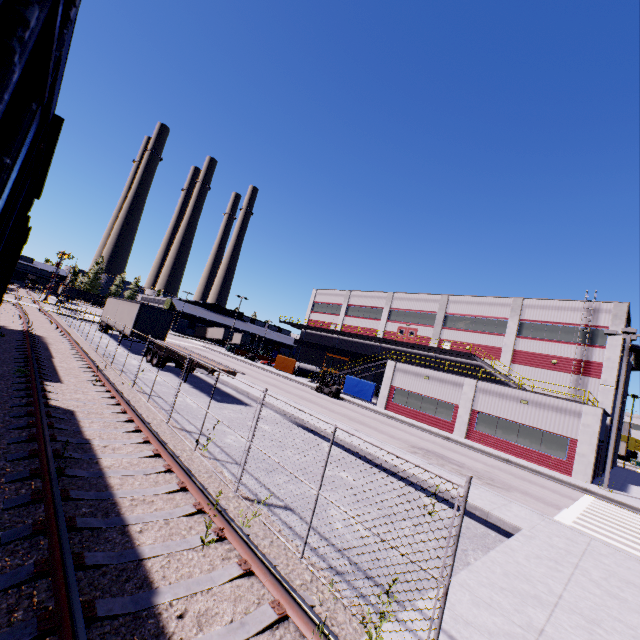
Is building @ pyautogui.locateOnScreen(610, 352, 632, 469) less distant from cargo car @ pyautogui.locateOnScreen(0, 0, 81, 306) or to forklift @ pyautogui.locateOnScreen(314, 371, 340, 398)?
cargo car @ pyautogui.locateOnScreen(0, 0, 81, 306)

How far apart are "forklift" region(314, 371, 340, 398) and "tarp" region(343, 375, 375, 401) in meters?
3.3

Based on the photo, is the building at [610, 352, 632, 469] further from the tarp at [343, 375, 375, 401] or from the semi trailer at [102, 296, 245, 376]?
the tarp at [343, 375, 375, 401]

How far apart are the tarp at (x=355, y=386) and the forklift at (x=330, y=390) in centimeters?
328cm

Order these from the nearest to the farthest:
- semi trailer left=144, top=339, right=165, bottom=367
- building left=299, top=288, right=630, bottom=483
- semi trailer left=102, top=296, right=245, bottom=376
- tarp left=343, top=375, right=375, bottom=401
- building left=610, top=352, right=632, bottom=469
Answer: semi trailer left=102, top=296, right=245, bottom=376, semi trailer left=144, top=339, right=165, bottom=367, building left=299, top=288, right=630, bottom=483, tarp left=343, top=375, right=375, bottom=401, building left=610, top=352, right=632, bottom=469

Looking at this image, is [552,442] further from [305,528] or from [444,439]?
[305,528]

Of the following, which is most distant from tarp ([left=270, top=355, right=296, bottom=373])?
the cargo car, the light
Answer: the light

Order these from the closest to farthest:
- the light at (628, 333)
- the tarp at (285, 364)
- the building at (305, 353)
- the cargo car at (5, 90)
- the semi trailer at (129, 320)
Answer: the cargo car at (5, 90), the semi trailer at (129, 320), the light at (628, 333), the tarp at (285, 364), the building at (305, 353)
